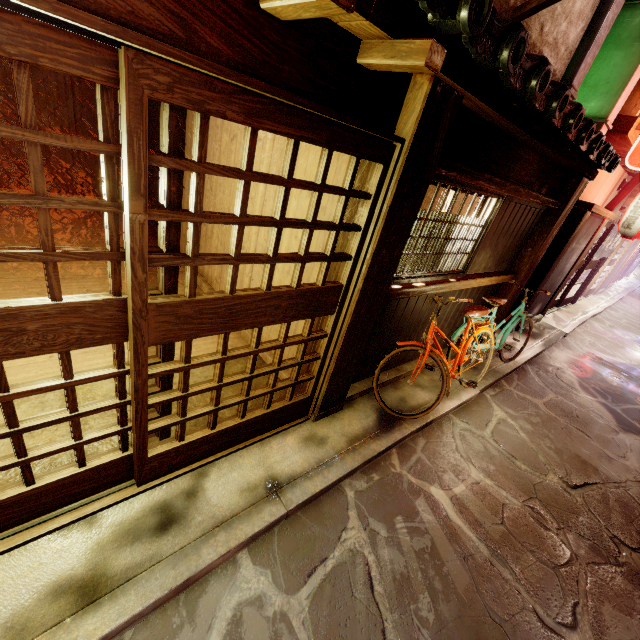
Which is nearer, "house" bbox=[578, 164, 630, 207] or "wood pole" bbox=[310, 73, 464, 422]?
"wood pole" bbox=[310, 73, 464, 422]

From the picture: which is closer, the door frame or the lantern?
the door frame

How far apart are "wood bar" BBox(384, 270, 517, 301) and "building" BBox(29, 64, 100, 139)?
14.21m

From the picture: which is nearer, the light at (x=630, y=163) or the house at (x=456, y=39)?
the house at (x=456, y=39)

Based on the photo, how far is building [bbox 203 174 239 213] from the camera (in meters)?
8.23

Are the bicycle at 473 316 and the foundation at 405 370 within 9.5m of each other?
yes

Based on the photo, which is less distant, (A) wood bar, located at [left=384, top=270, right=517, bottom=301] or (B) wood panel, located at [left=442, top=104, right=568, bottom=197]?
(B) wood panel, located at [left=442, top=104, right=568, bottom=197]

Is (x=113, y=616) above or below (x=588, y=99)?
below
